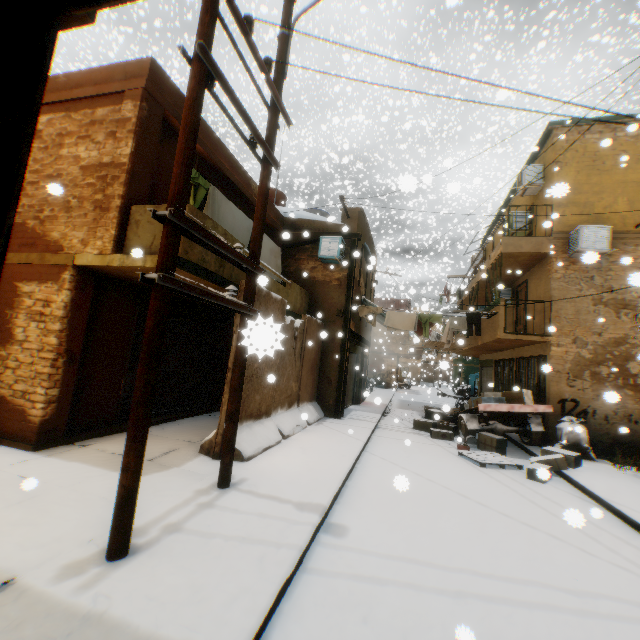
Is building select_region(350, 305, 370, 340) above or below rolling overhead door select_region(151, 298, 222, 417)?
above

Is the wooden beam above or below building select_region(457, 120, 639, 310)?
below

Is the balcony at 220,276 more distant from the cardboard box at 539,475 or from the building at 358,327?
the cardboard box at 539,475

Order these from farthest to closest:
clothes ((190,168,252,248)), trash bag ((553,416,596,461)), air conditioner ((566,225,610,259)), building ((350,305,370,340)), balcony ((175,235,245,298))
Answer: building ((350,305,370,340))
air conditioner ((566,225,610,259))
trash bag ((553,416,596,461))
clothes ((190,168,252,248))
balcony ((175,235,245,298))

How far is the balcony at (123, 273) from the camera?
5.4m

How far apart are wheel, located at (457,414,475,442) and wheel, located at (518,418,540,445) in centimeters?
164cm

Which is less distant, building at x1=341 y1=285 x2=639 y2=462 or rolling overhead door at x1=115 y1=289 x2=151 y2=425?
rolling overhead door at x1=115 y1=289 x2=151 y2=425

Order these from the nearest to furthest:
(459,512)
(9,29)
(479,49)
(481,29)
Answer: (9,29)
(459,512)
(479,49)
(481,29)
